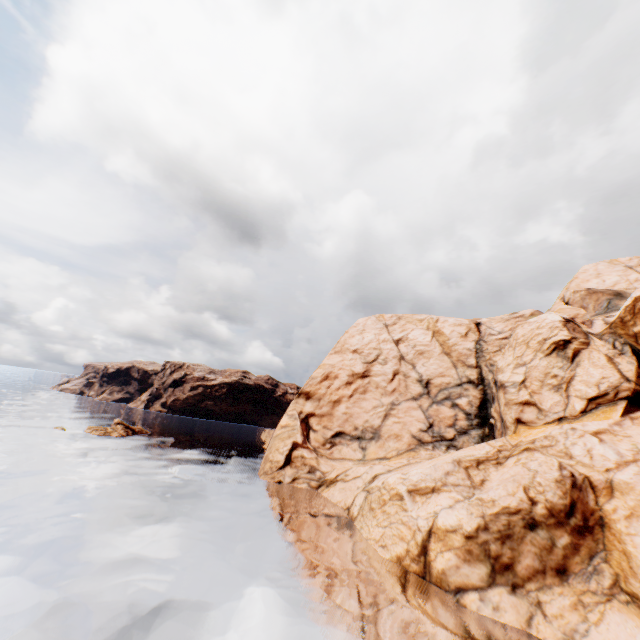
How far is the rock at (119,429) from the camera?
49.0 meters

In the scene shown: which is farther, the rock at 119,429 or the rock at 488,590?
the rock at 119,429

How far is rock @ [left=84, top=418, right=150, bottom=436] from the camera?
49.03m

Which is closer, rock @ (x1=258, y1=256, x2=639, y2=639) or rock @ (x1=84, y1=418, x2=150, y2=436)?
rock @ (x1=258, y1=256, x2=639, y2=639)

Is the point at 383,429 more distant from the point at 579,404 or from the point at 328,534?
the point at 579,404
